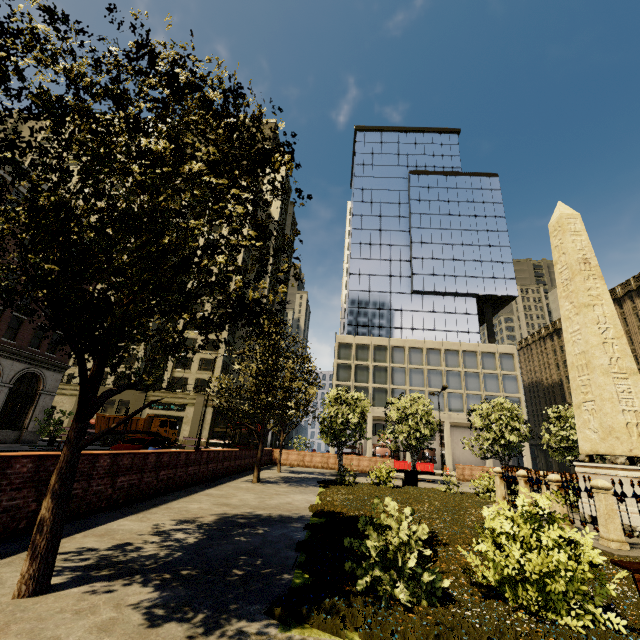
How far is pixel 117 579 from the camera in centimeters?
396cm

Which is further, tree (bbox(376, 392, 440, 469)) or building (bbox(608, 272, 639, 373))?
building (bbox(608, 272, 639, 373))

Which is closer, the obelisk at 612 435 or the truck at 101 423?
the obelisk at 612 435

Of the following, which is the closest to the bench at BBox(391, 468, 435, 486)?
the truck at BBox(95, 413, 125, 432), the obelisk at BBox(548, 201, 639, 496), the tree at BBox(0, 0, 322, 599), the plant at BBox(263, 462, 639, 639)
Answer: the plant at BBox(263, 462, 639, 639)

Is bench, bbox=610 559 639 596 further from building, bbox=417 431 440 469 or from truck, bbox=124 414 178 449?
building, bbox=417 431 440 469

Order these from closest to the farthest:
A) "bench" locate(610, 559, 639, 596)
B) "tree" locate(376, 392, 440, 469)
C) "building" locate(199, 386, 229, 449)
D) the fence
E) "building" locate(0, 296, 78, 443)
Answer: "bench" locate(610, 559, 639, 596), the fence, "tree" locate(376, 392, 440, 469), "building" locate(0, 296, 78, 443), "building" locate(199, 386, 229, 449)

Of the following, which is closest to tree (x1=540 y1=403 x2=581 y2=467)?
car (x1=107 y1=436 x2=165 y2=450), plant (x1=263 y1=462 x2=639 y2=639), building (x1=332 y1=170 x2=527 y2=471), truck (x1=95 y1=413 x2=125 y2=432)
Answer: plant (x1=263 y1=462 x2=639 y2=639)

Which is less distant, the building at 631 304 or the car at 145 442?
the car at 145 442
